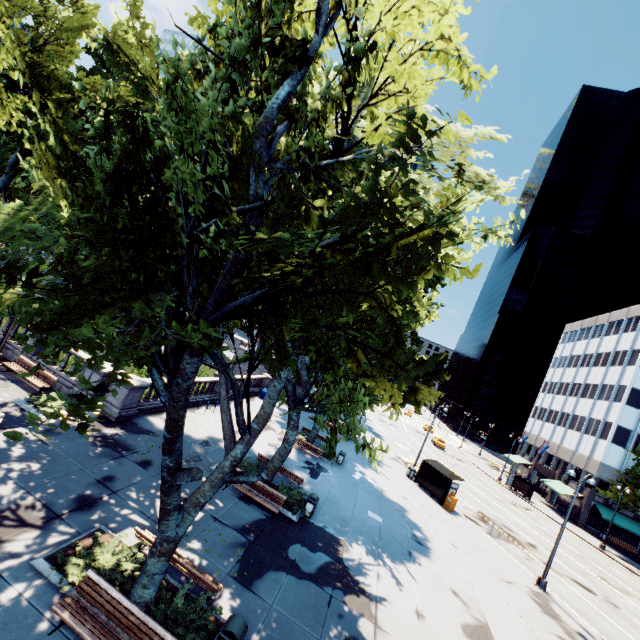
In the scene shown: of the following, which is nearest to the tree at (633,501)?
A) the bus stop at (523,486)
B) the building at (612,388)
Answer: the building at (612,388)

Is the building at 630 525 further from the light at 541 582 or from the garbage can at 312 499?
the garbage can at 312 499

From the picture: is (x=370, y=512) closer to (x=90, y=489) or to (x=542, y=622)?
(x=542, y=622)

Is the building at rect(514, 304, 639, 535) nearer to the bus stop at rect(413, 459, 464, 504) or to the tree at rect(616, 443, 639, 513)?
the tree at rect(616, 443, 639, 513)

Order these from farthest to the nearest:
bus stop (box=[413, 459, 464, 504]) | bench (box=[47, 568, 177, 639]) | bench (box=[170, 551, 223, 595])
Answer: bus stop (box=[413, 459, 464, 504])
bench (box=[170, 551, 223, 595])
bench (box=[47, 568, 177, 639])

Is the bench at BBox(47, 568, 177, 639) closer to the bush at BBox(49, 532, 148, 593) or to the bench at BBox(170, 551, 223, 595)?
the bush at BBox(49, 532, 148, 593)

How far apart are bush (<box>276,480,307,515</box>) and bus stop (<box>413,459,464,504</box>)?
15.0m

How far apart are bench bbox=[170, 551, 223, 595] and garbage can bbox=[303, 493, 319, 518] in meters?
6.8
